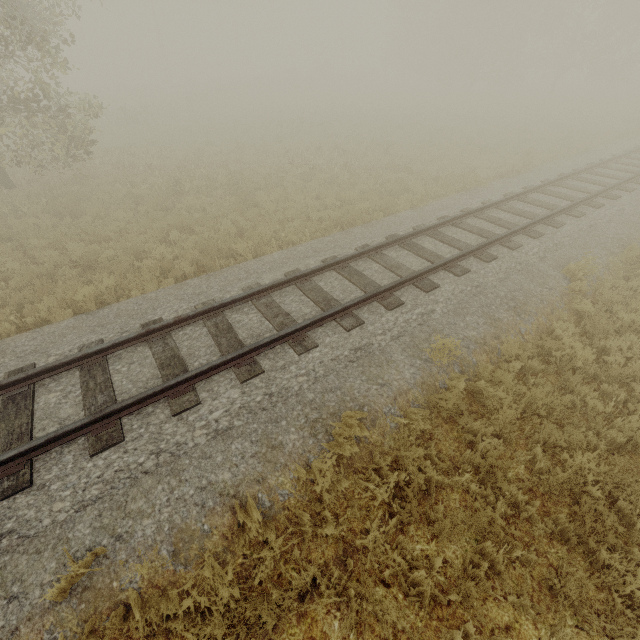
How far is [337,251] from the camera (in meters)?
8.53
